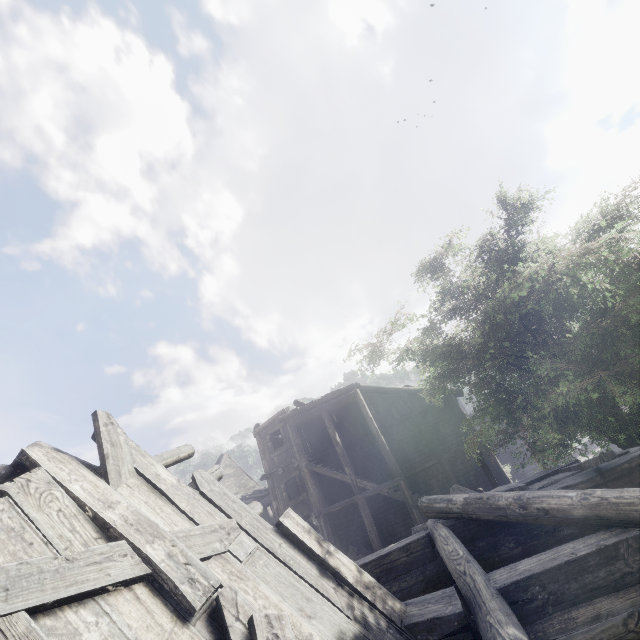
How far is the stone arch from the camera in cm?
2542

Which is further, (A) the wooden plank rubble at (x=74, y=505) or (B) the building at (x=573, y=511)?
(B) the building at (x=573, y=511)

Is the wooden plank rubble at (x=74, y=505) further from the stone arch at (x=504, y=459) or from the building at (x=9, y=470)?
the stone arch at (x=504, y=459)

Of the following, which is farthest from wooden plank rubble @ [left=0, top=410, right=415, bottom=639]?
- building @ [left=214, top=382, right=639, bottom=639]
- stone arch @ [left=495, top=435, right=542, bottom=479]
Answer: stone arch @ [left=495, top=435, right=542, bottom=479]

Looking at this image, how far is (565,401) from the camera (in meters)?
7.39

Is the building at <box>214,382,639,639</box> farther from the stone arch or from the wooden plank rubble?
the stone arch

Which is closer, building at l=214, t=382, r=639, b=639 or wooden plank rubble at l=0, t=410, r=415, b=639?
wooden plank rubble at l=0, t=410, r=415, b=639
